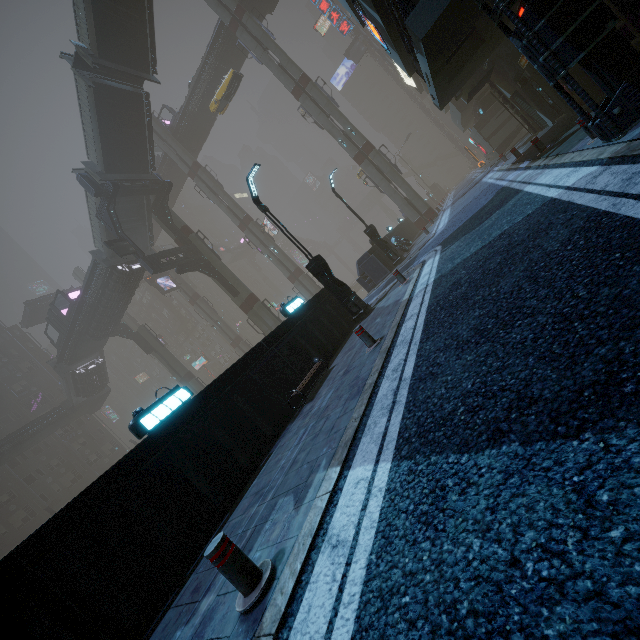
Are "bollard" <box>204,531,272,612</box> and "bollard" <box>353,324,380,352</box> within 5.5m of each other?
yes

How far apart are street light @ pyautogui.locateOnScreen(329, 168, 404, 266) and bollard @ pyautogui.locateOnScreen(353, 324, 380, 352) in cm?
1345

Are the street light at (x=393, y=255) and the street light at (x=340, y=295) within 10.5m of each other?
yes

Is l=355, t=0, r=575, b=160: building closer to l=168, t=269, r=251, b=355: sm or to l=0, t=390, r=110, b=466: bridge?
l=168, t=269, r=251, b=355: sm

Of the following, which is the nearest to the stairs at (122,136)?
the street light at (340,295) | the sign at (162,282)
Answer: the sign at (162,282)

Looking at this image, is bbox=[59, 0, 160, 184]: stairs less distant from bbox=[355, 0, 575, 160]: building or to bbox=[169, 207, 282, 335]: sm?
bbox=[169, 207, 282, 335]: sm

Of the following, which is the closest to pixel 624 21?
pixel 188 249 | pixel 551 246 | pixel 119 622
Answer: pixel 551 246

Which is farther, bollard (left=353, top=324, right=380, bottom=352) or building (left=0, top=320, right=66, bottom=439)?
building (left=0, top=320, right=66, bottom=439)
